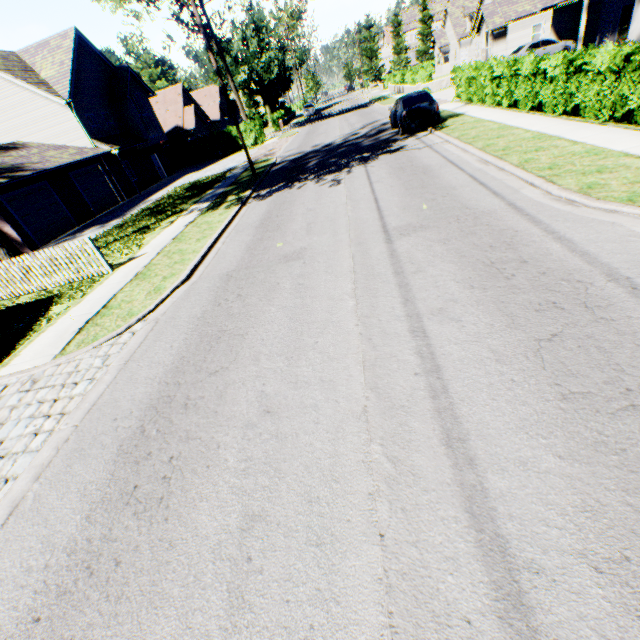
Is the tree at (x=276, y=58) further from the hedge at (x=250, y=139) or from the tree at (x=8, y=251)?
the tree at (x=8, y=251)

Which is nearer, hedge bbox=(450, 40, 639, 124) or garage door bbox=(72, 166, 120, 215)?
hedge bbox=(450, 40, 639, 124)

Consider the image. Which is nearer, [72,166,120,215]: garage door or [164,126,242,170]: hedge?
[72,166,120,215]: garage door

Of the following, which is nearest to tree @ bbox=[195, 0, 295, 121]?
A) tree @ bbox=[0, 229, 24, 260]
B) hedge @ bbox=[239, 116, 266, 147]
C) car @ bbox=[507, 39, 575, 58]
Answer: hedge @ bbox=[239, 116, 266, 147]

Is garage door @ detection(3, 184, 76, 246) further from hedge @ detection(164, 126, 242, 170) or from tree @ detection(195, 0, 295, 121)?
tree @ detection(195, 0, 295, 121)

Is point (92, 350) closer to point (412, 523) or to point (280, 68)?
point (412, 523)

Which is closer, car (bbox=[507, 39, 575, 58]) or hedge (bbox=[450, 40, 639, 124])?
hedge (bbox=[450, 40, 639, 124])

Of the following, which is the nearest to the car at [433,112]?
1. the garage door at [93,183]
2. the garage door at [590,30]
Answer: the garage door at [590,30]
